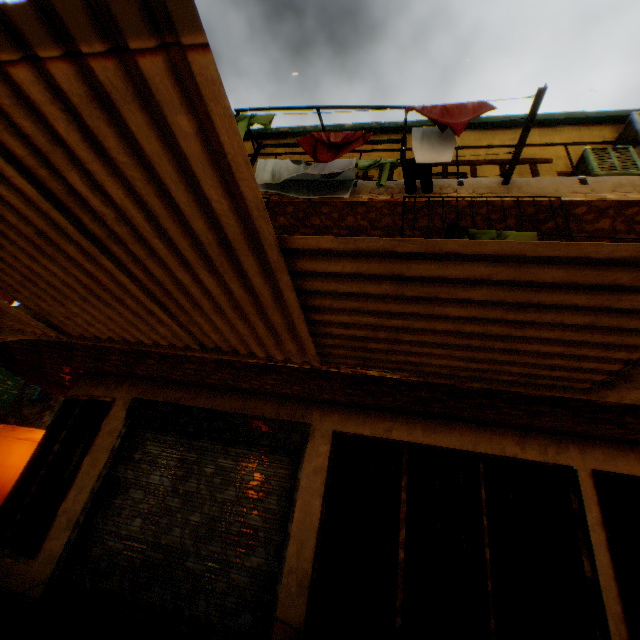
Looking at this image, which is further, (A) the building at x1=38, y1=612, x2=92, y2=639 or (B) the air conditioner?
(B) the air conditioner

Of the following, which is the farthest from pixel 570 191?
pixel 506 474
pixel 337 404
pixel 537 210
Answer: pixel 337 404

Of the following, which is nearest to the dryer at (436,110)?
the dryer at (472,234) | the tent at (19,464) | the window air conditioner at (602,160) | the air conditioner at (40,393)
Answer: the dryer at (472,234)

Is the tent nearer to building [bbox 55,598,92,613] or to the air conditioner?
building [bbox 55,598,92,613]

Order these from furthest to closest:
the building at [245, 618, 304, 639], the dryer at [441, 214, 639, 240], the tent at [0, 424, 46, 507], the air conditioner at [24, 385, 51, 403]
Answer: the air conditioner at [24, 385, 51, 403]
the tent at [0, 424, 46, 507]
the building at [245, 618, 304, 639]
the dryer at [441, 214, 639, 240]

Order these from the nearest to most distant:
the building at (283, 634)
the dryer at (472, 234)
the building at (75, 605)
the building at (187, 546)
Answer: the building at (187, 546), the dryer at (472, 234), the building at (283, 634), the building at (75, 605)

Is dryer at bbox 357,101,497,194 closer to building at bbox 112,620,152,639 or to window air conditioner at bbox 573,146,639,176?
building at bbox 112,620,152,639

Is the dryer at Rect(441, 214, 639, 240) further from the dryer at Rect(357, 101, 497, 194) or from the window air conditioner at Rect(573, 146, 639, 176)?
the window air conditioner at Rect(573, 146, 639, 176)
